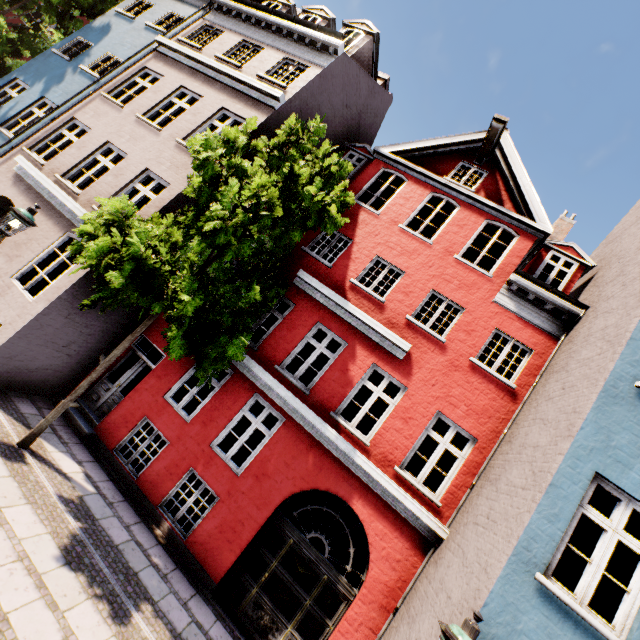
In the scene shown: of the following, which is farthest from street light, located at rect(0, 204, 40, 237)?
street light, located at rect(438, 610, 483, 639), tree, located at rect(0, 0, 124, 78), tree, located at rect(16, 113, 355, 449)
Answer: tree, located at rect(0, 0, 124, 78)

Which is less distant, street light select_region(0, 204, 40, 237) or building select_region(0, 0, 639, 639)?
building select_region(0, 0, 639, 639)

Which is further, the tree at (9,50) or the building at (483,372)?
the tree at (9,50)

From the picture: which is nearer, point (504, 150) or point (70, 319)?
point (70, 319)

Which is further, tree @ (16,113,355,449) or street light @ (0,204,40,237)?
street light @ (0,204,40,237)

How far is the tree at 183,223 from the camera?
5.82m

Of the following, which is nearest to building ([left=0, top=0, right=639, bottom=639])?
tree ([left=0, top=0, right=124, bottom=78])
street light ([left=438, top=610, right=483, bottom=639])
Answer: street light ([left=438, top=610, right=483, bottom=639])

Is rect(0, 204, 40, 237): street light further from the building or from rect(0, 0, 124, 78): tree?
rect(0, 0, 124, 78): tree
